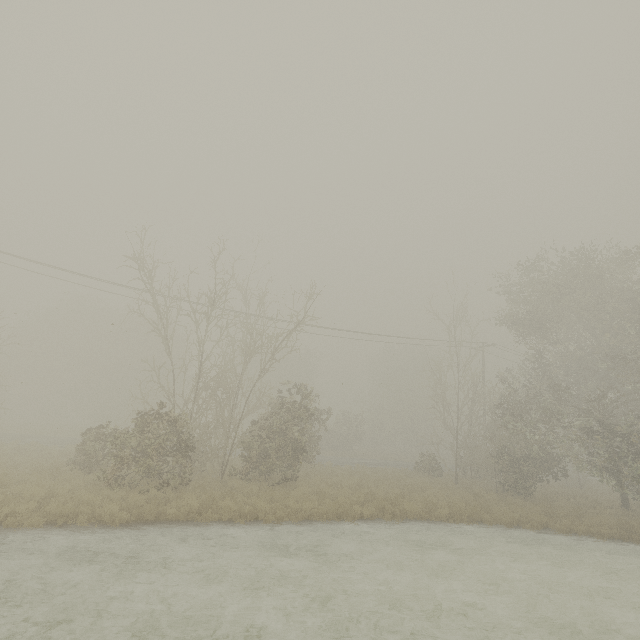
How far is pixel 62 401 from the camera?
41.7 meters
